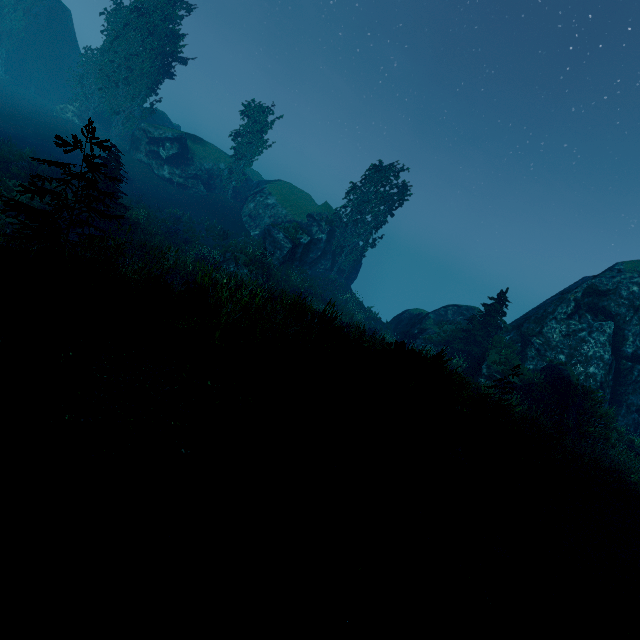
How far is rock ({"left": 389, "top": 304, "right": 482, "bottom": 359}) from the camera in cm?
2753

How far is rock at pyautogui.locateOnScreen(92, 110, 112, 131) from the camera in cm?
3934

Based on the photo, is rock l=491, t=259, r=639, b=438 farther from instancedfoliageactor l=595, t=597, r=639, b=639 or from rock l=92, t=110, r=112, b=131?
rock l=92, t=110, r=112, b=131

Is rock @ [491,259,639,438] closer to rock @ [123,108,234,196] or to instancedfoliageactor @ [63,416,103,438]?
instancedfoliageactor @ [63,416,103,438]

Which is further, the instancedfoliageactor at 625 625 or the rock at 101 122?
the rock at 101 122

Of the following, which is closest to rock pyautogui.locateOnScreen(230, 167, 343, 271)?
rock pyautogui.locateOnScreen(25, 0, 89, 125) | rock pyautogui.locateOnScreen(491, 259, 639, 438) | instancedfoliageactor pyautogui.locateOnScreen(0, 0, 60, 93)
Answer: instancedfoliageactor pyautogui.locateOnScreen(0, 0, 60, 93)

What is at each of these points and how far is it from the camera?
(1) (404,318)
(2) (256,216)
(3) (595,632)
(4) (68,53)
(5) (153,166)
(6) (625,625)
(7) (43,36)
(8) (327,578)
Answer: (1) rock, 33.9m
(2) rock, 35.8m
(3) instancedfoliageactor, 5.4m
(4) rock, 44.0m
(5) rock, 34.8m
(6) instancedfoliageactor, 5.5m
(7) instancedfoliageactor, 40.7m
(8) instancedfoliageactor, 3.7m

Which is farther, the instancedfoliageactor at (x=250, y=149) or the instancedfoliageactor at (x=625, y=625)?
the instancedfoliageactor at (x=250, y=149)
